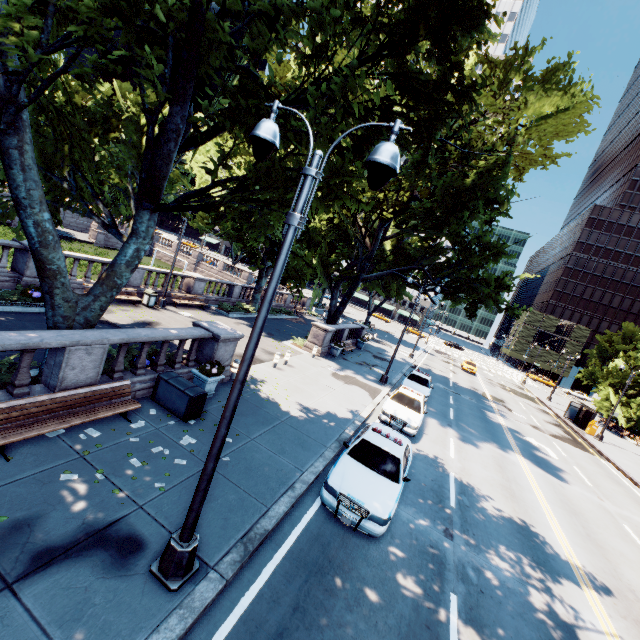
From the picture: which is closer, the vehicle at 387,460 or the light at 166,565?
the light at 166,565

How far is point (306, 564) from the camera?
6.52m

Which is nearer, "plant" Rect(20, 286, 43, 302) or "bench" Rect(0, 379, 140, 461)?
"bench" Rect(0, 379, 140, 461)

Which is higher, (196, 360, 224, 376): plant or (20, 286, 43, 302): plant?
(196, 360, 224, 376): plant

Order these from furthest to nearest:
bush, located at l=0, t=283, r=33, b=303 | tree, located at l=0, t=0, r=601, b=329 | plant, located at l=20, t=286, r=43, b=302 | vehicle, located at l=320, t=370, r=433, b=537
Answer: plant, located at l=20, t=286, r=43, b=302 → bush, located at l=0, t=283, r=33, b=303 → vehicle, located at l=320, t=370, r=433, b=537 → tree, located at l=0, t=0, r=601, b=329

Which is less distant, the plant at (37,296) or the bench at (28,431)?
the bench at (28,431)

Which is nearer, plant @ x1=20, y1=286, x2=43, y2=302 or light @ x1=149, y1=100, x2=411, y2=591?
light @ x1=149, y1=100, x2=411, y2=591

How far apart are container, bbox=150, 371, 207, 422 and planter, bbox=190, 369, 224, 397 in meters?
0.7
